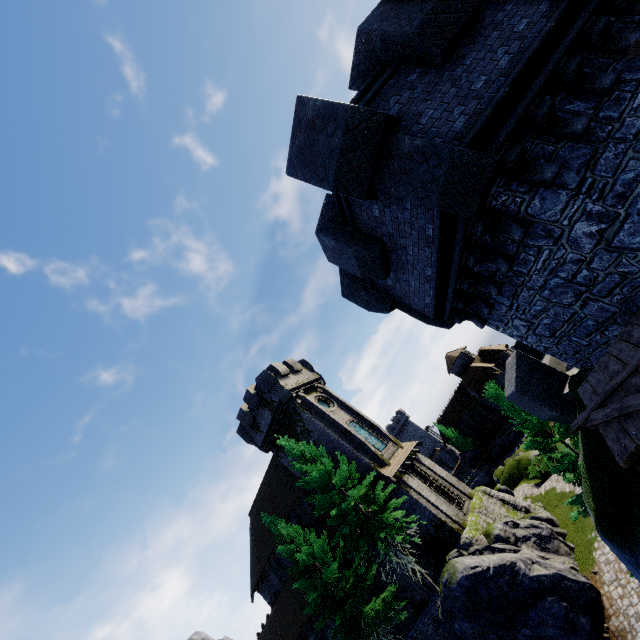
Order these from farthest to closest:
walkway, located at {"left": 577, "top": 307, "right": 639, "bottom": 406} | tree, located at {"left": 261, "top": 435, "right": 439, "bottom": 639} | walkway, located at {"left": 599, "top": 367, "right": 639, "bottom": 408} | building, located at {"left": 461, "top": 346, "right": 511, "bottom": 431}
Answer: building, located at {"left": 461, "top": 346, "right": 511, "bottom": 431}, tree, located at {"left": 261, "top": 435, "right": 439, "bottom": 639}, walkway, located at {"left": 577, "top": 307, "right": 639, "bottom": 406}, walkway, located at {"left": 599, "top": 367, "right": 639, "bottom": 408}

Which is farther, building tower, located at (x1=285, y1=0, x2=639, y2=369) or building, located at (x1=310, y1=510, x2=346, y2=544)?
building, located at (x1=310, y1=510, x2=346, y2=544)

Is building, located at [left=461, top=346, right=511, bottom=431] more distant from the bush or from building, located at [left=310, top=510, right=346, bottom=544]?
the bush

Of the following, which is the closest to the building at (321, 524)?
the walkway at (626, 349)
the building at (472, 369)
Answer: the building at (472, 369)

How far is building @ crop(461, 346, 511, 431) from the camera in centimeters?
5541cm

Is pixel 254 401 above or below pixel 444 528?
above

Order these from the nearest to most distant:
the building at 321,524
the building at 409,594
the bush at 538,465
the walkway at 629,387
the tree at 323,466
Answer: the walkway at 629,387 < the tree at 323,466 < the building at 409,594 < the building at 321,524 < the bush at 538,465

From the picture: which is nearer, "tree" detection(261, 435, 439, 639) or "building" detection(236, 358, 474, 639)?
"tree" detection(261, 435, 439, 639)
